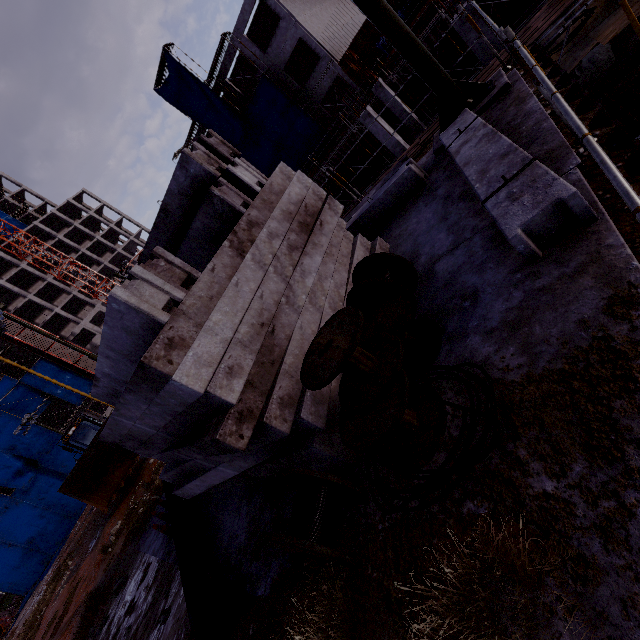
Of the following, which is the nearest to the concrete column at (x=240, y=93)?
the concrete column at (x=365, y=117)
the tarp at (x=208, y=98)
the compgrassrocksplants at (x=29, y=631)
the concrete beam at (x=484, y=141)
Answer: the tarp at (x=208, y=98)

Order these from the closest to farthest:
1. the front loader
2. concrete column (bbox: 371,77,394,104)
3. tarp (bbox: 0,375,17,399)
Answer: the front loader < concrete column (bbox: 371,77,394,104) < tarp (bbox: 0,375,17,399)

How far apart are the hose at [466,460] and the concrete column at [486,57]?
10.46m

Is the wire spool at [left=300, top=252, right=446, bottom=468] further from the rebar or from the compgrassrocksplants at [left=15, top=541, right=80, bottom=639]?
the compgrassrocksplants at [left=15, top=541, right=80, bottom=639]

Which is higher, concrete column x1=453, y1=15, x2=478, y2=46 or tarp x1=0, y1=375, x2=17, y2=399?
tarp x1=0, y1=375, x2=17, y2=399

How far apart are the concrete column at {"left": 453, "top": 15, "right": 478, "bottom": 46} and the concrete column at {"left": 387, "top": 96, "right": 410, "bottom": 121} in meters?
10.3 m

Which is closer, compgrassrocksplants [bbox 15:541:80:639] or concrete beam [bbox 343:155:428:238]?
concrete beam [bbox 343:155:428:238]

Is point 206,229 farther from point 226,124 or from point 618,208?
point 226,124
